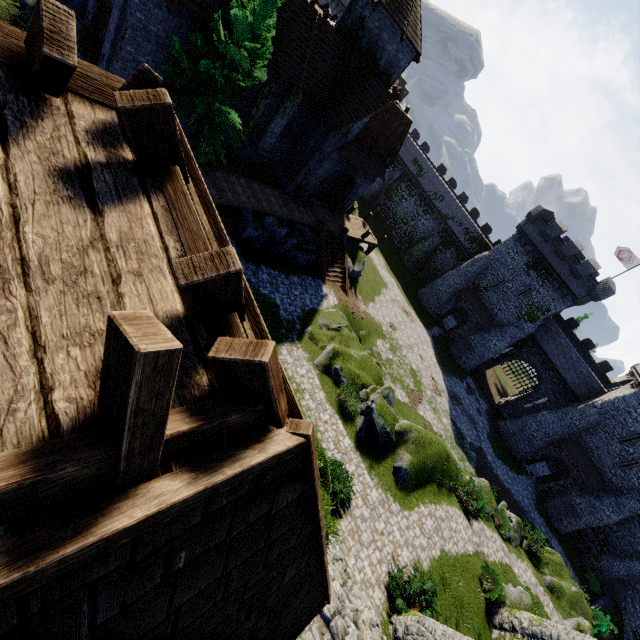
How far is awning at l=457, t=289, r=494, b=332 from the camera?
38.9m

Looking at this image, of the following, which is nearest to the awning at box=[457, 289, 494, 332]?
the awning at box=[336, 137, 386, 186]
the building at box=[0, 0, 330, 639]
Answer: the awning at box=[336, 137, 386, 186]

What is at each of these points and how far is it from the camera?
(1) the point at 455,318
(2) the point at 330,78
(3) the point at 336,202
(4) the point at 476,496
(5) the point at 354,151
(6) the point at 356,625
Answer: (1) building, 49.8 meters
(2) building, 21.1 meters
(3) double door, 27.6 meters
(4) bush, 21.7 meters
(5) awning, 22.5 meters
(6) stairs, 10.3 meters

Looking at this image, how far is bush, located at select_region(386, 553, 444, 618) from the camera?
12.9 meters

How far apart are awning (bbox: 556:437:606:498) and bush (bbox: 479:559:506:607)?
22.58m

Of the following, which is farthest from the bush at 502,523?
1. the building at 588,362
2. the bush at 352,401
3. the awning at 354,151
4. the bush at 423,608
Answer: the awning at 354,151

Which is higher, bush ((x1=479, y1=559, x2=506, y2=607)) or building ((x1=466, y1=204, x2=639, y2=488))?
building ((x1=466, y1=204, x2=639, y2=488))

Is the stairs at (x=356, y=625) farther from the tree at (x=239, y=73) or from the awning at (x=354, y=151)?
the awning at (x=354, y=151)
